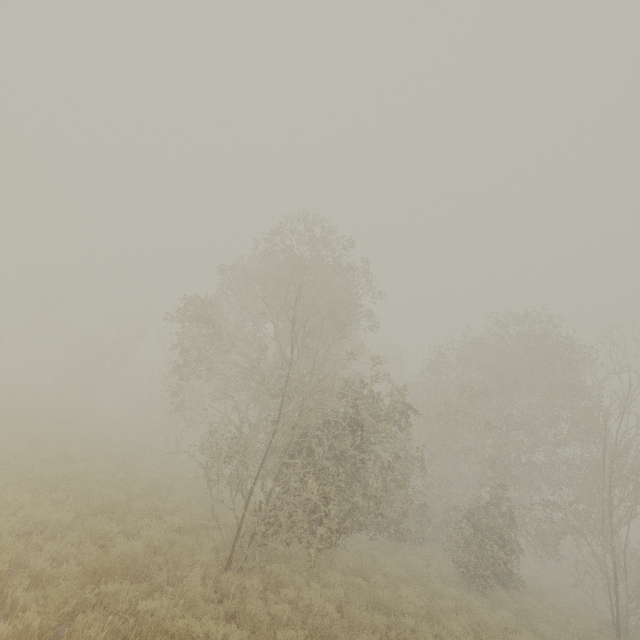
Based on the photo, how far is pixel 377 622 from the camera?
8.17m
